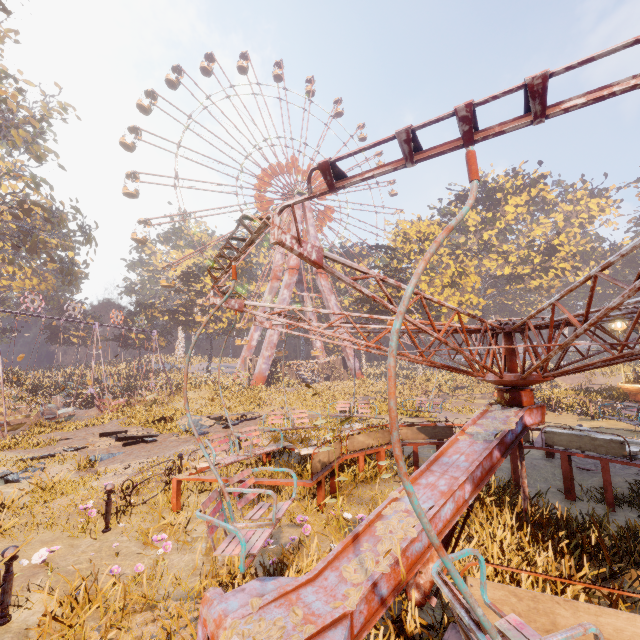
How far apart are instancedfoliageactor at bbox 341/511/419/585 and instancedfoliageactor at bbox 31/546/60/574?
4.1 meters

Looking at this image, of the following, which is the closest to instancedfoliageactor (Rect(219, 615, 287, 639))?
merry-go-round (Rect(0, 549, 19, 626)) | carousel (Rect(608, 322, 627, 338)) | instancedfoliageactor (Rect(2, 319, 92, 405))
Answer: merry-go-round (Rect(0, 549, 19, 626))

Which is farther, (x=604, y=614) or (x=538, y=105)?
(x=604, y=614)

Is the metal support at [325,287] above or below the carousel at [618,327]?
above

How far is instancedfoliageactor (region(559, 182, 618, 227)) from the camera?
56.0m

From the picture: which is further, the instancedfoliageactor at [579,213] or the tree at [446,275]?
the instancedfoliageactor at [579,213]

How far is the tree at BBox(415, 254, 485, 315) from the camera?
33.1 meters

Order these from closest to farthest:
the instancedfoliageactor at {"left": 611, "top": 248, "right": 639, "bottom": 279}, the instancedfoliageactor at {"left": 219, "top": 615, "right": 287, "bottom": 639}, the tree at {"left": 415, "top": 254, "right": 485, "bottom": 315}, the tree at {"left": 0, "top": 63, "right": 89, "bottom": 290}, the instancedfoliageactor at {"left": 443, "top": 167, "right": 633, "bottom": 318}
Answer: the instancedfoliageactor at {"left": 219, "top": 615, "right": 287, "bottom": 639} < the tree at {"left": 0, "top": 63, "right": 89, "bottom": 290} < the tree at {"left": 415, "top": 254, "right": 485, "bottom": 315} < the instancedfoliageactor at {"left": 443, "top": 167, "right": 633, "bottom": 318} < the instancedfoliageactor at {"left": 611, "top": 248, "right": 639, "bottom": 279}
